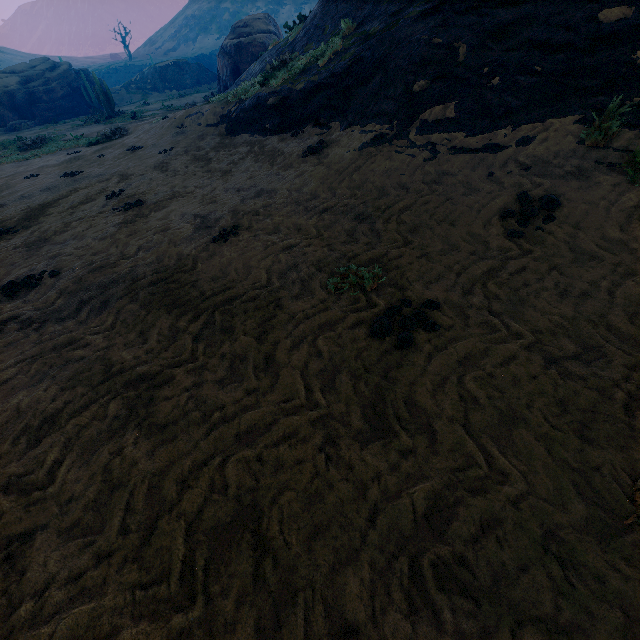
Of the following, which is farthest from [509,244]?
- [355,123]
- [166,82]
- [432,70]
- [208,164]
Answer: [166,82]

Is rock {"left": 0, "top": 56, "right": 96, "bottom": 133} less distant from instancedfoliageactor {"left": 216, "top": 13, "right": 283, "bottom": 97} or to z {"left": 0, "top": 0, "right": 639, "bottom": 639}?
instancedfoliageactor {"left": 216, "top": 13, "right": 283, "bottom": 97}

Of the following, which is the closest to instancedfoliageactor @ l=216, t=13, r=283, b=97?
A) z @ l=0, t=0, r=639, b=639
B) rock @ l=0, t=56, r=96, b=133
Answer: rock @ l=0, t=56, r=96, b=133

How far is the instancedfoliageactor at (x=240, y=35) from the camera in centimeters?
2181cm

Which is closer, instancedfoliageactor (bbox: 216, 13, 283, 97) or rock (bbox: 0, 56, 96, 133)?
instancedfoliageactor (bbox: 216, 13, 283, 97)

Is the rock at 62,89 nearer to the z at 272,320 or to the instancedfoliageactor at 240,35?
the instancedfoliageactor at 240,35
